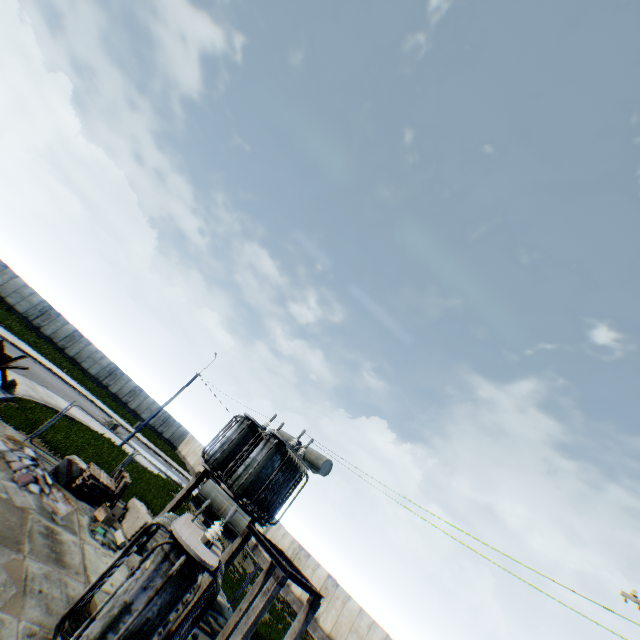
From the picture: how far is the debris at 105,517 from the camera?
12.30m

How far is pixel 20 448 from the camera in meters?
12.3 m

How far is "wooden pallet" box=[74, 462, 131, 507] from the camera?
13.07m

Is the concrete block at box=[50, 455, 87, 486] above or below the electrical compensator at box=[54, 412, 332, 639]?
below

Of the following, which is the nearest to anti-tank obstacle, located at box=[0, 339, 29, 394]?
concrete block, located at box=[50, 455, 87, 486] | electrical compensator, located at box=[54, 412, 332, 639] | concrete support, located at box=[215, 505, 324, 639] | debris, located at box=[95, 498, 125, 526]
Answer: concrete block, located at box=[50, 455, 87, 486]

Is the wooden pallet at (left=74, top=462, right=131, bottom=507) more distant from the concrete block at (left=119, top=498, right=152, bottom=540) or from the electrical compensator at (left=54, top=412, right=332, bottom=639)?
the electrical compensator at (left=54, top=412, right=332, bottom=639)

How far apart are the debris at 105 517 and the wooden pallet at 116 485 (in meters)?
0.60

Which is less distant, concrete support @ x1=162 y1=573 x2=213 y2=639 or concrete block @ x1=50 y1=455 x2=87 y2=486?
concrete support @ x1=162 y1=573 x2=213 y2=639
